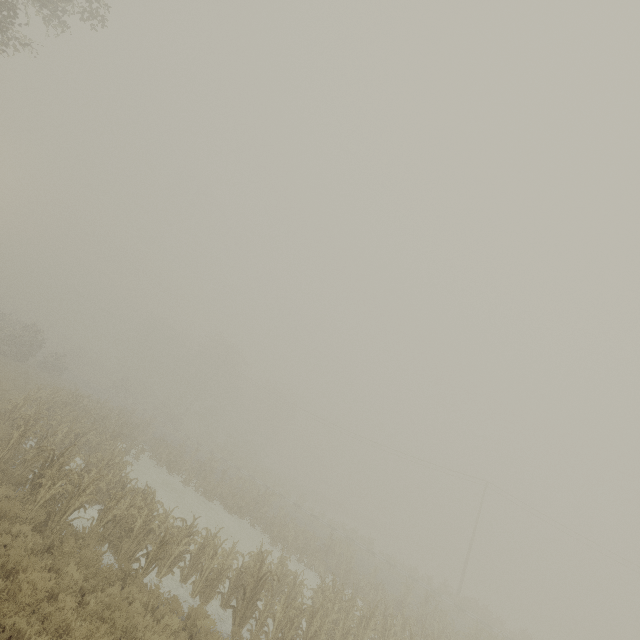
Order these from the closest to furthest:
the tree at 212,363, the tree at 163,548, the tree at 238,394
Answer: the tree at 163,548, the tree at 212,363, the tree at 238,394

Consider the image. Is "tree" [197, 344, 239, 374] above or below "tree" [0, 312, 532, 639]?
above

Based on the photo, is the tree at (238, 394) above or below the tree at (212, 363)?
below

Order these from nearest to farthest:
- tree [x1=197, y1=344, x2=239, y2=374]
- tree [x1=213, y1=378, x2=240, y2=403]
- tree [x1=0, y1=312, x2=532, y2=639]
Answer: tree [x1=0, y1=312, x2=532, y2=639], tree [x1=197, y1=344, x2=239, y2=374], tree [x1=213, y1=378, x2=240, y2=403]

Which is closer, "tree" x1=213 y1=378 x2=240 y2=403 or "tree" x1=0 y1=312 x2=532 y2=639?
"tree" x1=0 y1=312 x2=532 y2=639

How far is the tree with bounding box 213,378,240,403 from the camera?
58.1 meters

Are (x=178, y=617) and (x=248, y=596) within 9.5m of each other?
yes
